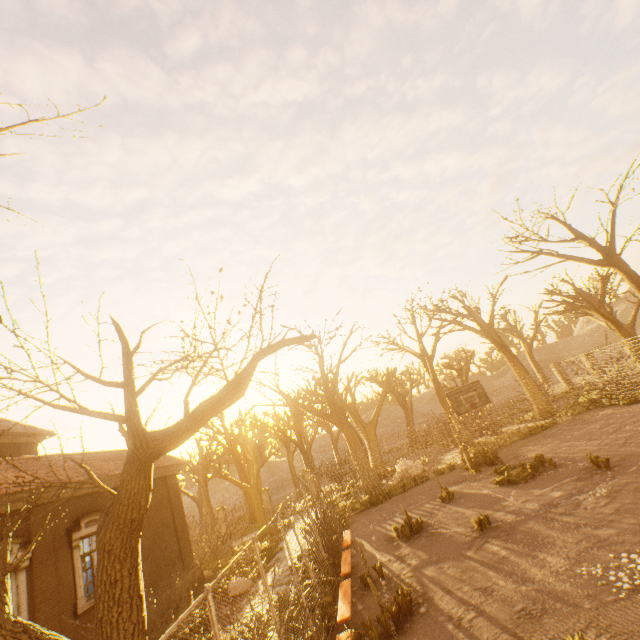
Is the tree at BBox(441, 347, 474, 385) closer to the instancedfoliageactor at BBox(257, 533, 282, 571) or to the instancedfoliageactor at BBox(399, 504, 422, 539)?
the instancedfoliageactor at BBox(257, 533, 282, 571)

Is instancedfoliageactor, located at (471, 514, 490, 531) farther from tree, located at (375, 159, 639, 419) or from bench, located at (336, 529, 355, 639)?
tree, located at (375, 159, 639, 419)

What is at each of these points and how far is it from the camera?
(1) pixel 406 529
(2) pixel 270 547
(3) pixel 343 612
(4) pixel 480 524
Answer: (1) instancedfoliageactor, 11.22m
(2) instancedfoliageactor, 16.95m
(3) bench, 7.38m
(4) instancedfoliageactor, 9.54m

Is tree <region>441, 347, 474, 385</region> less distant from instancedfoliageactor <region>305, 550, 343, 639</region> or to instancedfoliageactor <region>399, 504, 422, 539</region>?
instancedfoliageactor <region>305, 550, 343, 639</region>

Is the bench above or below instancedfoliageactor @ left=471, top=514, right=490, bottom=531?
above

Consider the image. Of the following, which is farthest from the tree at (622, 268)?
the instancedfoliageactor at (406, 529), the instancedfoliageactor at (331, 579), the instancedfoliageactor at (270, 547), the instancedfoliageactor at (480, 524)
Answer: the instancedfoliageactor at (406, 529)

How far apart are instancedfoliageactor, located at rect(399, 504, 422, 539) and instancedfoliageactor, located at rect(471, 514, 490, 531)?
2.6m

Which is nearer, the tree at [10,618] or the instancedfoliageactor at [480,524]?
the tree at [10,618]
